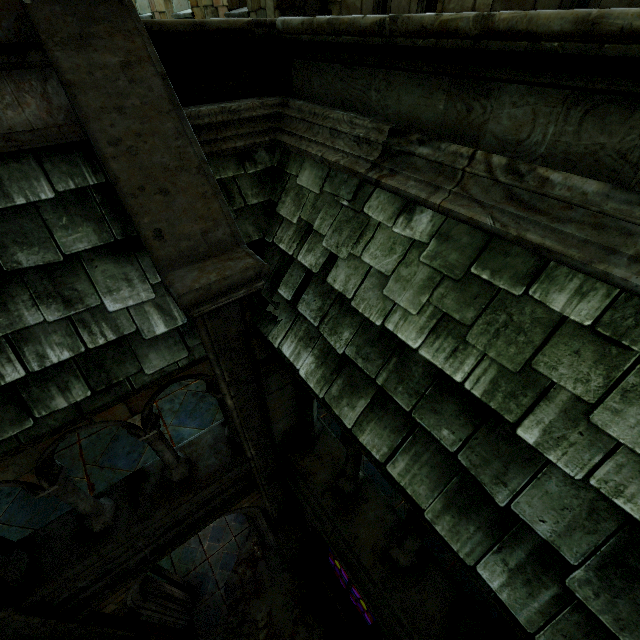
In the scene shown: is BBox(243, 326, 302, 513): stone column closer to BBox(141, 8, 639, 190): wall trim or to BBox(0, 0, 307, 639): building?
BBox(0, 0, 307, 639): building

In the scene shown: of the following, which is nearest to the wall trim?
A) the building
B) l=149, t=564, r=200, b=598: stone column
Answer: A: the building

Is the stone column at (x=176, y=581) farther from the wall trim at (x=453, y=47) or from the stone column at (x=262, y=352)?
the wall trim at (x=453, y=47)

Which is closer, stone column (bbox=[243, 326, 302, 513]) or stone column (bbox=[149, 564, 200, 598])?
stone column (bbox=[243, 326, 302, 513])

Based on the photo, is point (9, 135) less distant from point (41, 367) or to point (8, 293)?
point (8, 293)

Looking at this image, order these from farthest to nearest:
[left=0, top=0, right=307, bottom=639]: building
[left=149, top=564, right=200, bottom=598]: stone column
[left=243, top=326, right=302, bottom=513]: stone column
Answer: [left=149, top=564, right=200, bottom=598]: stone column
[left=243, top=326, right=302, bottom=513]: stone column
[left=0, top=0, right=307, bottom=639]: building

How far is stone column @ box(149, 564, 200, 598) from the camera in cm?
650

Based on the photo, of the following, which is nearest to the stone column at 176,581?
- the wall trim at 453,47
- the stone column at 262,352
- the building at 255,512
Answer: the building at 255,512
